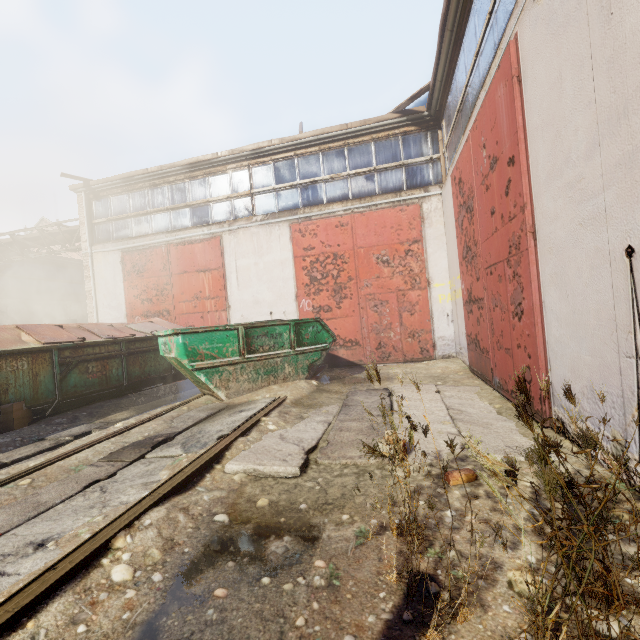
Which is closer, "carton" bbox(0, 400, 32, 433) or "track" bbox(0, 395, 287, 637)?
"track" bbox(0, 395, 287, 637)

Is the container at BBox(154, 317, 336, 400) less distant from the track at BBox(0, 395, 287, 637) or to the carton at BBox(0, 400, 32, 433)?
the track at BBox(0, 395, 287, 637)

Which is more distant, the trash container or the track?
the trash container

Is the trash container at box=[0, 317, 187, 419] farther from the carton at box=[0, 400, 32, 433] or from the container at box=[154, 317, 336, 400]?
the container at box=[154, 317, 336, 400]

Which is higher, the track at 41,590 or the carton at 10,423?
the carton at 10,423

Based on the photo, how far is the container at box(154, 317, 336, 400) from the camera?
5.6m

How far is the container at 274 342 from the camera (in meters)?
5.62

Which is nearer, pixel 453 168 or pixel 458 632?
pixel 458 632
